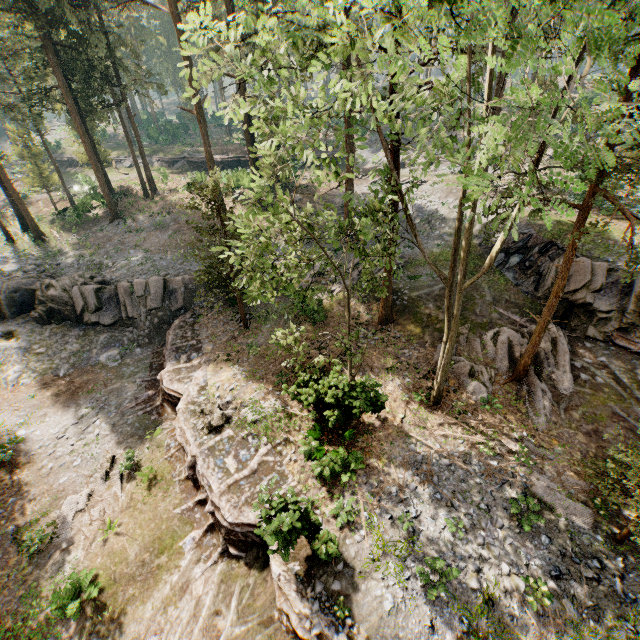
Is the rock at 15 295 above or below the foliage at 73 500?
above

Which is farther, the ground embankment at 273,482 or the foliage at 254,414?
the foliage at 254,414

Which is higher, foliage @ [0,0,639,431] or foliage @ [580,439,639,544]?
foliage @ [0,0,639,431]

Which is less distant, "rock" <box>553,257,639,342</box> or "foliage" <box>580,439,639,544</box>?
"foliage" <box>580,439,639,544</box>

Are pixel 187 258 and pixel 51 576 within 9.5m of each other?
no

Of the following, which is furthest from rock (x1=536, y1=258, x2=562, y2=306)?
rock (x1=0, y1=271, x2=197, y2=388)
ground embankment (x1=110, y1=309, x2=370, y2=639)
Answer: rock (x1=0, y1=271, x2=197, y2=388)

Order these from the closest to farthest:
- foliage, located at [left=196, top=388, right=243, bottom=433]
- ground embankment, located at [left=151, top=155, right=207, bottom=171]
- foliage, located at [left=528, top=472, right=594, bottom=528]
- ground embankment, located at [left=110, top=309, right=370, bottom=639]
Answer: ground embankment, located at [left=110, top=309, right=370, bottom=639] < foliage, located at [left=528, top=472, right=594, bottom=528] < foliage, located at [left=196, top=388, right=243, bottom=433] < ground embankment, located at [left=151, top=155, right=207, bottom=171]

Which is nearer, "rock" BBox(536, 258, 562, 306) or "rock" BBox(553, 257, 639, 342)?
"rock" BBox(553, 257, 639, 342)
